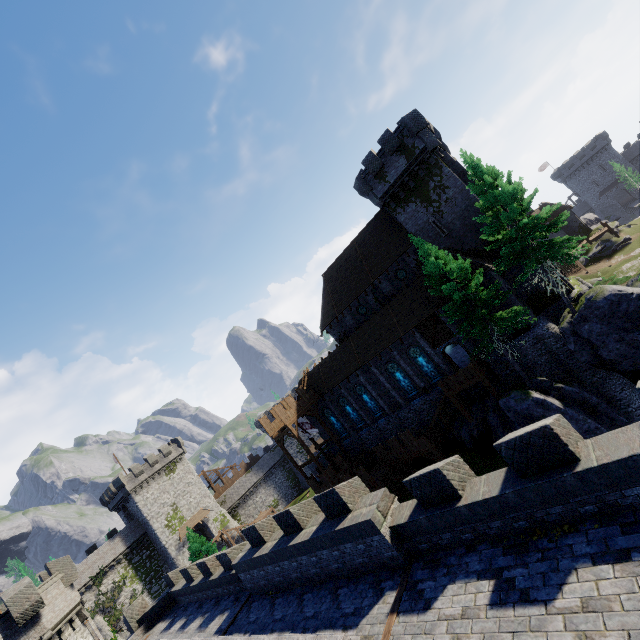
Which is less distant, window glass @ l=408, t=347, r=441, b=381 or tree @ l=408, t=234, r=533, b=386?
tree @ l=408, t=234, r=533, b=386

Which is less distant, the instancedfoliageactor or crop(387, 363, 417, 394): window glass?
crop(387, 363, 417, 394): window glass

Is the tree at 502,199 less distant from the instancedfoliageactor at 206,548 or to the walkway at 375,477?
the walkway at 375,477

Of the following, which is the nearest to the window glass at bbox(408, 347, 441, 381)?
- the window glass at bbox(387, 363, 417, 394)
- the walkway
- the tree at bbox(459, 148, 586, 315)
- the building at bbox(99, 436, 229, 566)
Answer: the window glass at bbox(387, 363, 417, 394)

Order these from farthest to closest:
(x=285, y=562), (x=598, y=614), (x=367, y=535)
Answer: (x=285, y=562)
(x=367, y=535)
(x=598, y=614)

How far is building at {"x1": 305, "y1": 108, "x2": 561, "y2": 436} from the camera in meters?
27.3

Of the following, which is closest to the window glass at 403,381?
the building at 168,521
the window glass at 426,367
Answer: the window glass at 426,367

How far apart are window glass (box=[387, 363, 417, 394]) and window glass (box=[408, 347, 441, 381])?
1.5 meters
